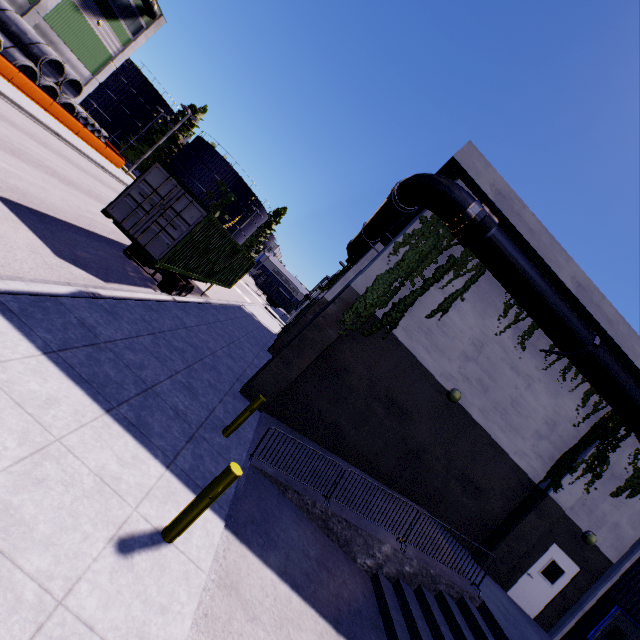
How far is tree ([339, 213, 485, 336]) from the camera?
10.19m

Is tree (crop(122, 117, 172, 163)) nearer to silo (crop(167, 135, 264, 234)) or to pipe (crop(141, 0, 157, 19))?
silo (crop(167, 135, 264, 234))

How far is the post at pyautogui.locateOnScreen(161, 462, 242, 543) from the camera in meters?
3.9 m

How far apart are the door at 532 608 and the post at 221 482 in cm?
1275

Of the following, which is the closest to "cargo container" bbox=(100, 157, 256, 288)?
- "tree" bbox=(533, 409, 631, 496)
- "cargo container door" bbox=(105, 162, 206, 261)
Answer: "cargo container door" bbox=(105, 162, 206, 261)

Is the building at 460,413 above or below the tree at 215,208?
below

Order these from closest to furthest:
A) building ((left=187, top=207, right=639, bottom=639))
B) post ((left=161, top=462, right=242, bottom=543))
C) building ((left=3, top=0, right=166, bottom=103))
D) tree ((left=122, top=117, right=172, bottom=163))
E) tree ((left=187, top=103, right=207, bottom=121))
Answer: post ((left=161, top=462, right=242, bottom=543)) < building ((left=187, top=207, right=639, bottom=639)) < building ((left=3, top=0, right=166, bottom=103)) < tree ((left=122, top=117, right=172, bottom=163)) < tree ((left=187, top=103, right=207, bottom=121))

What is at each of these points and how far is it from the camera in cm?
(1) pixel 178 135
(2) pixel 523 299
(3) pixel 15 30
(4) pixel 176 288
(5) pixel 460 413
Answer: (1) tree, 5616
(2) pipe, 988
(3) concrete pipe stack, 2358
(4) semi trailer, 1308
(5) building, 1127
